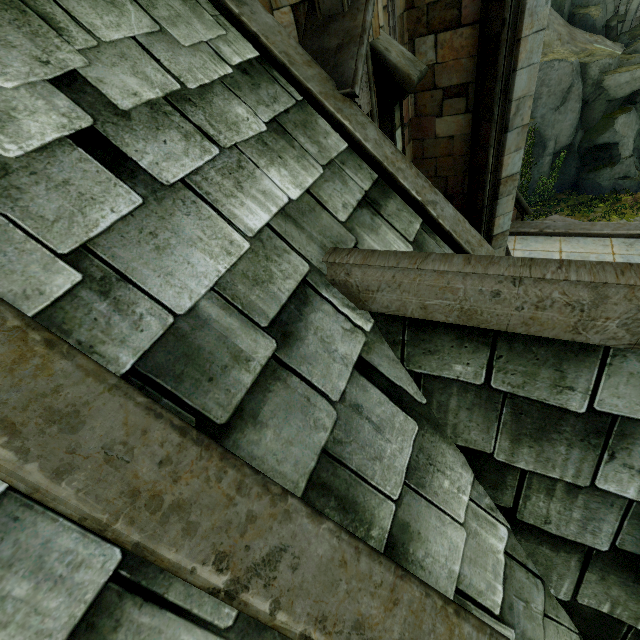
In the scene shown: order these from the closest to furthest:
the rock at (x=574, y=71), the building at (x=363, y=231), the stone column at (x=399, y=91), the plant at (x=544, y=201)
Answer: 1. the building at (x=363, y=231)
2. the stone column at (x=399, y=91)
3. the rock at (x=574, y=71)
4. the plant at (x=544, y=201)

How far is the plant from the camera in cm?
2066

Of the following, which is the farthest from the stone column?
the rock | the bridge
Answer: the rock

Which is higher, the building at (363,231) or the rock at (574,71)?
the building at (363,231)

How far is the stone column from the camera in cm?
419

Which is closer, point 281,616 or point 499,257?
point 281,616

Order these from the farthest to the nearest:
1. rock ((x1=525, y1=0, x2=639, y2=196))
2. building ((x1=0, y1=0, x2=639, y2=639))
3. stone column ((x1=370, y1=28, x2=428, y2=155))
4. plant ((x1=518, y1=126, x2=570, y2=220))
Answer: plant ((x1=518, y1=126, x2=570, y2=220)), rock ((x1=525, y1=0, x2=639, y2=196)), stone column ((x1=370, y1=28, x2=428, y2=155)), building ((x1=0, y1=0, x2=639, y2=639))

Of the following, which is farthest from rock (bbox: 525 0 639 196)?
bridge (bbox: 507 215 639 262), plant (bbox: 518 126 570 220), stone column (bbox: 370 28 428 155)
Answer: stone column (bbox: 370 28 428 155)
